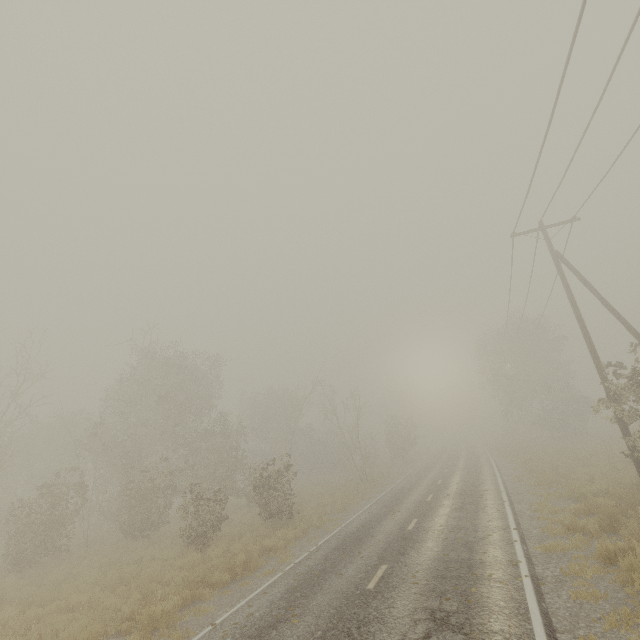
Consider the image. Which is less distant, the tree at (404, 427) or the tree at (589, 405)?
the tree at (589, 405)

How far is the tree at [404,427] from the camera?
41.0m

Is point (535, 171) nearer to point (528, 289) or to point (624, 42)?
point (624, 42)

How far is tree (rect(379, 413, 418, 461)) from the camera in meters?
41.0

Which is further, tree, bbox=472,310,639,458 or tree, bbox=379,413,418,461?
tree, bbox=379,413,418,461
